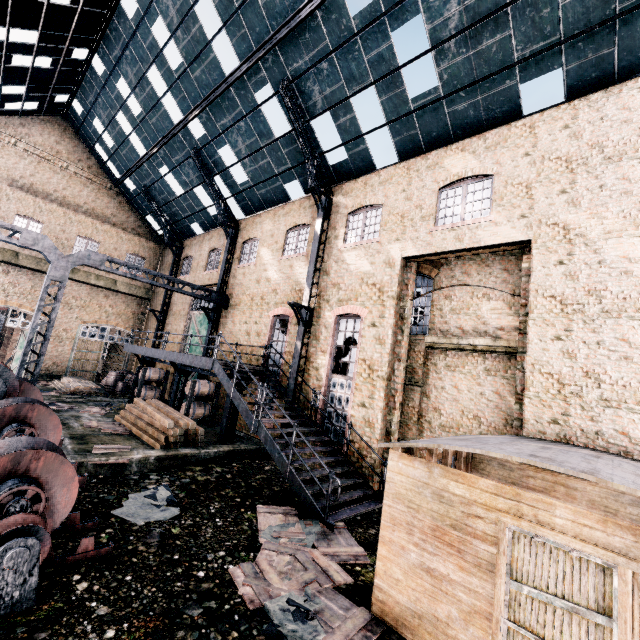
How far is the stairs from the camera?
9.4 meters

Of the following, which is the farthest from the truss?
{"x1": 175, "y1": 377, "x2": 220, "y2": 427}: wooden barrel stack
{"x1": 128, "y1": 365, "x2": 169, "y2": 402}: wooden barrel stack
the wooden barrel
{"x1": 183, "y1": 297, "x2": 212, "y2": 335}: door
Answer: the wooden barrel

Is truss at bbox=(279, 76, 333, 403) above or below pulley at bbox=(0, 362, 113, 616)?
above

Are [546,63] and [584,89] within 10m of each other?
yes

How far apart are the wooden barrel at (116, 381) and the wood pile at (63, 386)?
1.5 meters

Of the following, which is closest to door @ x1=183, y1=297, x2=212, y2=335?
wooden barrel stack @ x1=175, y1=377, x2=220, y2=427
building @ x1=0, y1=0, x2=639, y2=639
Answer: wooden barrel stack @ x1=175, y1=377, x2=220, y2=427

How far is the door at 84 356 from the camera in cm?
2669

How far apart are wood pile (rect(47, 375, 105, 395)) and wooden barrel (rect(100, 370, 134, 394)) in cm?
149
